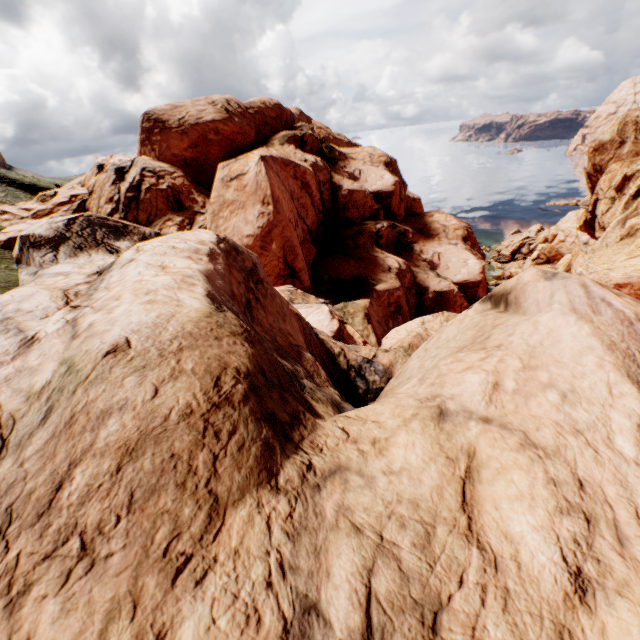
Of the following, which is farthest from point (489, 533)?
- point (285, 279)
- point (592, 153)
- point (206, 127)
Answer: point (592, 153)
